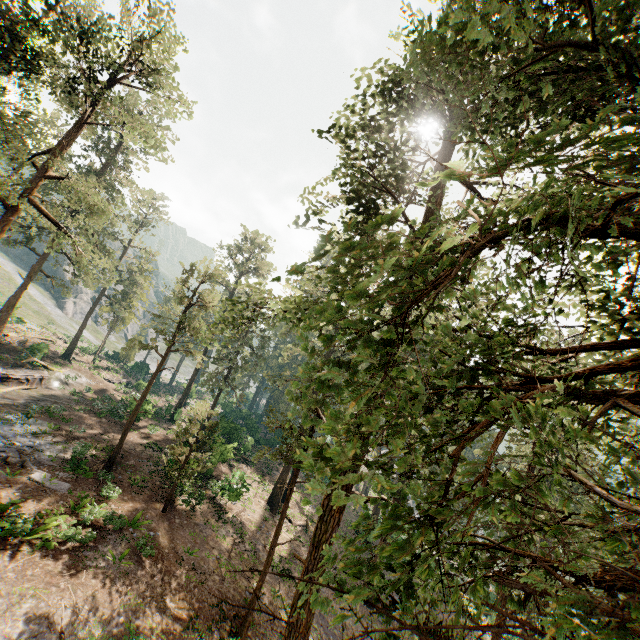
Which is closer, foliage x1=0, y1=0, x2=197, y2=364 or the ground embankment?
foliage x1=0, y1=0, x2=197, y2=364

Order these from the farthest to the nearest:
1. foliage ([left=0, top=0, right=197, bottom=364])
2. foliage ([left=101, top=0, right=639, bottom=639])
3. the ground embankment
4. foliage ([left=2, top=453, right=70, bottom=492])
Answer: the ground embankment, foliage ([left=2, top=453, right=70, bottom=492]), foliage ([left=0, top=0, right=197, bottom=364]), foliage ([left=101, top=0, right=639, bottom=639])

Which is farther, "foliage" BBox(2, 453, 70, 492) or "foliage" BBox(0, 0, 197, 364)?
"foliage" BBox(2, 453, 70, 492)

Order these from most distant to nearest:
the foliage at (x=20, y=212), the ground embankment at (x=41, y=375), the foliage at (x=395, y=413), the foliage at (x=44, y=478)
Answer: the ground embankment at (x=41, y=375) < the foliage at (x=44, y=478) < the foliage at (x=20, y=212) < the foliage at (x=395, y=413)

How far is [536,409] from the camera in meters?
2.6 m

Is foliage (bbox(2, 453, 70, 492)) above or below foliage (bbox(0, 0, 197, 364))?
below

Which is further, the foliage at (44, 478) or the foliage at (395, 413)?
the foliage at (44, 478)
